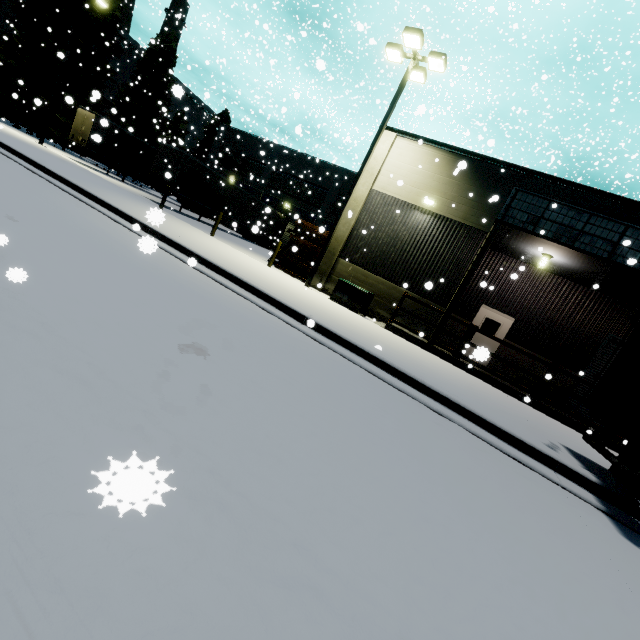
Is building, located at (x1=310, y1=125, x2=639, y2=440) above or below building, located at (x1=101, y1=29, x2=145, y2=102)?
below

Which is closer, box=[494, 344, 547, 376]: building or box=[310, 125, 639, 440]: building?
box=[310, 125, 639, 440]: building

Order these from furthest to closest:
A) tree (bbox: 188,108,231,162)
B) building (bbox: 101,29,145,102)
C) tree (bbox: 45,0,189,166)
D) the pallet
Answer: building (bbox: 101,29,145,102)
tree (bbox: 188,108,231,162)
tree (bbox: 45,0,189,166)
the pallet

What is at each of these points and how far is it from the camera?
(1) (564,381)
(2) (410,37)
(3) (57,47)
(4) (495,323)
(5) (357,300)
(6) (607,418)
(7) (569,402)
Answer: (1) building, 13.8m
(2) light, 11.4m
(3) tree, 26.6m
(4) door, 14.9m
(5) electrical box, 12.9m
(6) semi trailer, 5.6m
(7) roll-up door, 13.9m

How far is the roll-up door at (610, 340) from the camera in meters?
13.3

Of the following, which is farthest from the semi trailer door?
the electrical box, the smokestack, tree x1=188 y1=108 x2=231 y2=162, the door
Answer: the smokestack

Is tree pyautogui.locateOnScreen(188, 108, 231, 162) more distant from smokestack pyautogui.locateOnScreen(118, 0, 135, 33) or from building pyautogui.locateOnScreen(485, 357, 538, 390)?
smokestack pyautogui.locateOnScreen(118, 0, 135, 33)

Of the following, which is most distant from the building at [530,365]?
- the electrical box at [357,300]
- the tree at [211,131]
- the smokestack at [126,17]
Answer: the smokestack at [126,17]
